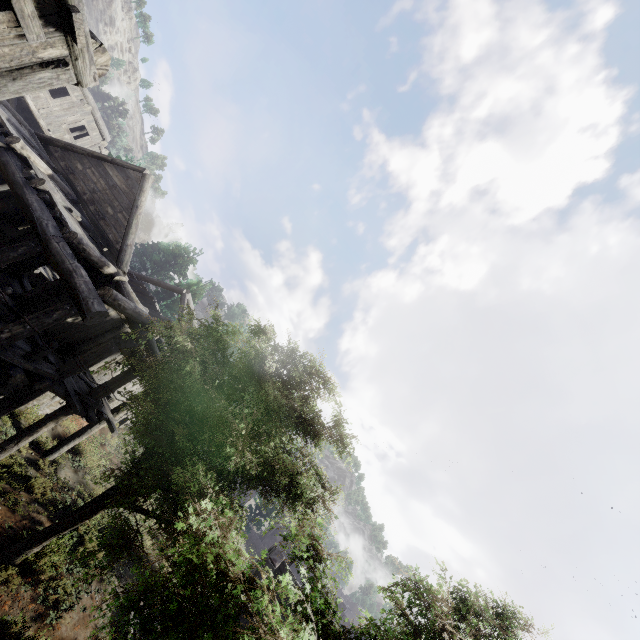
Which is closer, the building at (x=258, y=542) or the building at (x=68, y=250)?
the building at (x=68, y=250)

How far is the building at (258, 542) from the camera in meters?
A: 14.1 m

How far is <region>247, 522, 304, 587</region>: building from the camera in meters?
14.1 m

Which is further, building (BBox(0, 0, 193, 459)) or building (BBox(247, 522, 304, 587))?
building (BBox(247, 522, 304, 587))

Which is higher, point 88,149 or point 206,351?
point 88,149
